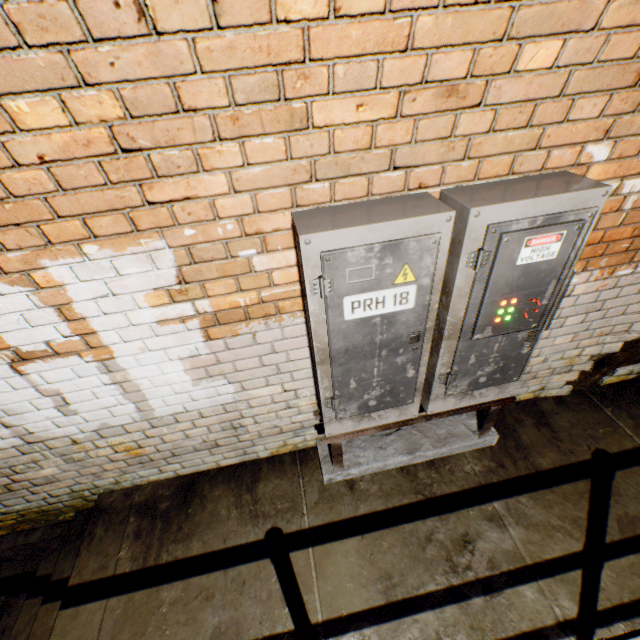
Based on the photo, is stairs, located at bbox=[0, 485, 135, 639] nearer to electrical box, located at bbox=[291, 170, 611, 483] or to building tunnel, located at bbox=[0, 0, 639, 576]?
building tunnel, located at bbox=[0, 0, 639, 576]

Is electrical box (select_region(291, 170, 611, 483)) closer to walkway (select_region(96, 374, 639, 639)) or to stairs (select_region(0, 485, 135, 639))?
walkway (select_region(96, 374, 639, 639))

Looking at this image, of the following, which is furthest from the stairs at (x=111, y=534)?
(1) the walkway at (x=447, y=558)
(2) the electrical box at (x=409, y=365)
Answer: (2) the electrical box at (x=409, y=365)

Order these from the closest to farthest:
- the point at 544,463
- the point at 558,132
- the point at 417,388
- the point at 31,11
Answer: the point at 31,11
the point at 558,132
the point at 417,388
the point at 544,463

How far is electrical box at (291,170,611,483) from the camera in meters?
1.2 m

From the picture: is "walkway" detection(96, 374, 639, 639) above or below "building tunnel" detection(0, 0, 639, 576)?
below

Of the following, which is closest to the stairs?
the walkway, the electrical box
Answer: the walkway

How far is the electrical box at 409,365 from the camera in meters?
1.2
